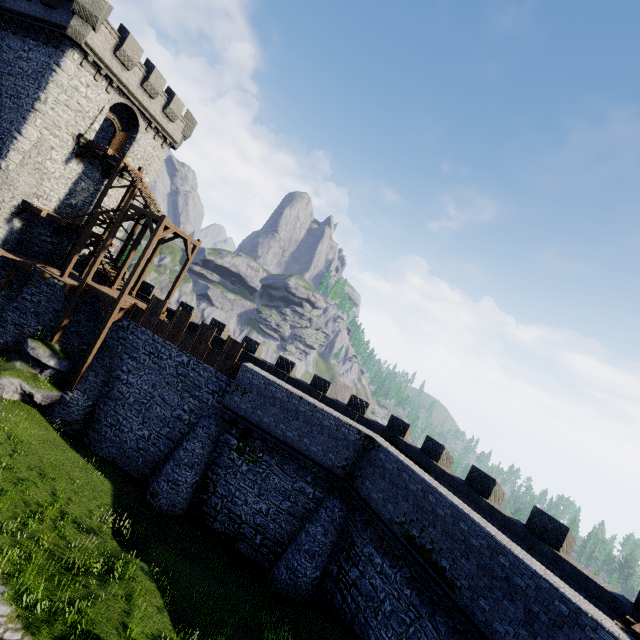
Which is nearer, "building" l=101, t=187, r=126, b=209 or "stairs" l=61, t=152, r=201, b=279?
"stairs" l=61, t=152, r=201, b=279

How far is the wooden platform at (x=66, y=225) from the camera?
20.8m

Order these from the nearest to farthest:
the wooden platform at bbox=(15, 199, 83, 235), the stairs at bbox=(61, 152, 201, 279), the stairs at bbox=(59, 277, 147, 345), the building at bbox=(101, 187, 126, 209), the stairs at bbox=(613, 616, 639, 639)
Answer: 1. the stairs at bbox=(613, 616, 639, 639)
2. the stairs at bbox=(59, 277, 147, 345)
3. the stairs at bbox=(61, 152, 201, 279)
4. the wooden platform at bbox=(15, 199, 83, 235)
5. the building at bbox=(101, 187, 126, 209)

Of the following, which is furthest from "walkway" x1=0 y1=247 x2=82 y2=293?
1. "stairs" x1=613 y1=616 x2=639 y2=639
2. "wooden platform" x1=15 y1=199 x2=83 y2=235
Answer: "stairs" x1=613 y1=616 x2=639 y2=639

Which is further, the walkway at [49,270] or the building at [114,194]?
the building at [114,194]

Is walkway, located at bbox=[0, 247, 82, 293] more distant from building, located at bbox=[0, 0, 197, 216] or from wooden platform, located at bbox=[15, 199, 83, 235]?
wooden platform, located at bbox=[15, 199, 83, 235]

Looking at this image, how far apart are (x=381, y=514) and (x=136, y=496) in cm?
1300

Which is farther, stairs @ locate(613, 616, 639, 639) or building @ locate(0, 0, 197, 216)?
building @ locate(0, 0, 197, 216)
